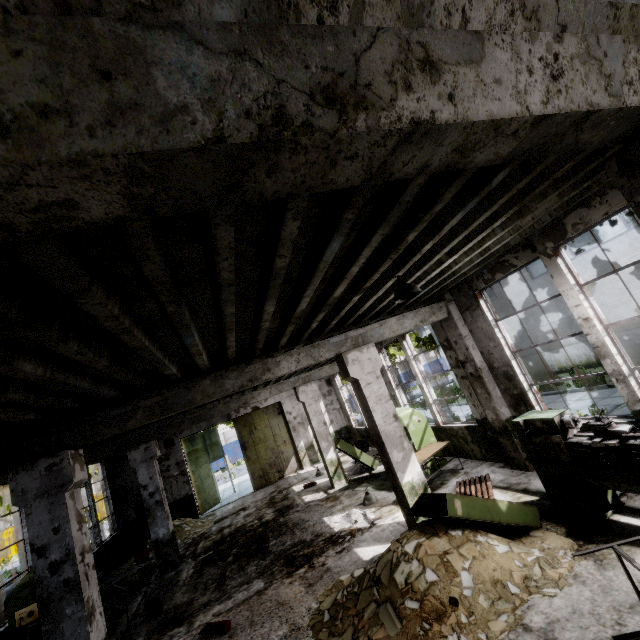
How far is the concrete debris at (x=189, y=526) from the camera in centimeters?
1286cm

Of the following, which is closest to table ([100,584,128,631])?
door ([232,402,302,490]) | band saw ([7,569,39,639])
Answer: band saw ([7,569,39,639])

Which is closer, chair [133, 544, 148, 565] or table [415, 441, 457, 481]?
table [415, 441, 457, 481]

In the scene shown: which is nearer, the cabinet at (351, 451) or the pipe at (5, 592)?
the pipe at (5, 592)

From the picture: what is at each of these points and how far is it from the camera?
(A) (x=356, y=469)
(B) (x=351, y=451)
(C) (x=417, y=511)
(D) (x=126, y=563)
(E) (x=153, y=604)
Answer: (A) concrete debris, 13.1 meters
(B) cabinet, 12.1 meters
(C) cabinet door, 6.0 meters
(D) concrete debris, 12.6 meters
(E) ceiling lamp, 7.5 meters

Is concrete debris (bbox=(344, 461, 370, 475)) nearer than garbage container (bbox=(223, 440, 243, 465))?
Yes

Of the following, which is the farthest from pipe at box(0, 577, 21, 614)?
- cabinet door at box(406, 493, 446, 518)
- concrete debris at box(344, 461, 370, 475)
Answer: concrete debris at box(344, 461, 370, 475)

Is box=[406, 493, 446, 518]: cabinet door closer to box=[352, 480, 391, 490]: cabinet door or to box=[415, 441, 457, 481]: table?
box=[415, 441, 457, 481]: table
